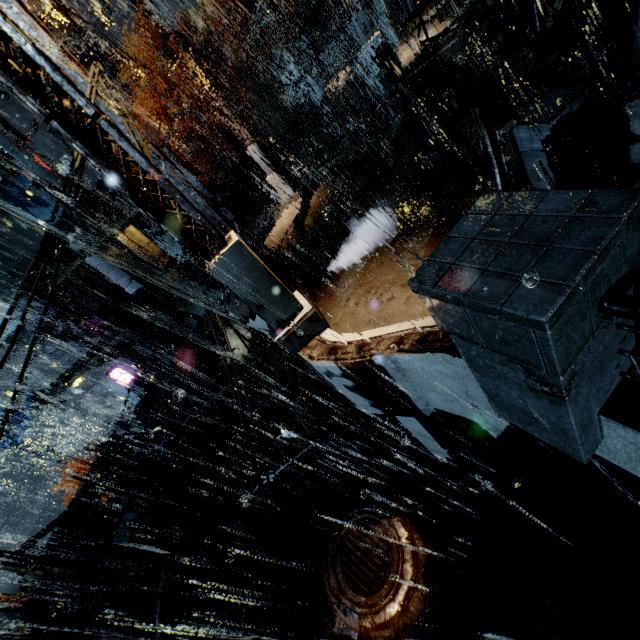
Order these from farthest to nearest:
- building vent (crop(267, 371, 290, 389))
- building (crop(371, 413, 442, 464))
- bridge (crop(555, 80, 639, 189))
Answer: building vent (crop(267, 371, 290, 389)) → building (crop(371, 413, 442, 464)) → bridge (crop(555, 80, 639, 189))

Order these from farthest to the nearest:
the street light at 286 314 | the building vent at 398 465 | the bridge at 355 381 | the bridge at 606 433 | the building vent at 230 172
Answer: the building vent at 230 172
the building vent at 398 465
the bridge at 355 381
the street light at 286 314
the bridge at 606 433

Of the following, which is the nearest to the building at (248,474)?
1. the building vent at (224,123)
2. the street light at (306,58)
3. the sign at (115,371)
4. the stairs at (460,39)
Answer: the stairs at (460,39)

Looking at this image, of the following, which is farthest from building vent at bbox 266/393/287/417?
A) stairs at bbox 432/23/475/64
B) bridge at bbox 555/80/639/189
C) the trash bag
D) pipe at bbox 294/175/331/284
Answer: stairs at bbox 432/23/475/64

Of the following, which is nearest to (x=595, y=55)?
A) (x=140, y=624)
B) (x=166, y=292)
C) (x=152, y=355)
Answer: (x=140, y=624)

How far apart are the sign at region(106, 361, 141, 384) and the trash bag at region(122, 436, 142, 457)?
15.78m

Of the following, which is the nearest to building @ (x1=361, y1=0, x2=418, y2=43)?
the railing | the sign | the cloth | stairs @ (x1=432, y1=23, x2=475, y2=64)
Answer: stairs @ (x1=432, y1=23, x2=475, y2=64)

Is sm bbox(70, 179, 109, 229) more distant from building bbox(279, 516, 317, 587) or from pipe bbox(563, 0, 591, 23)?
pipe bbox(563, 0, 591, 23)
